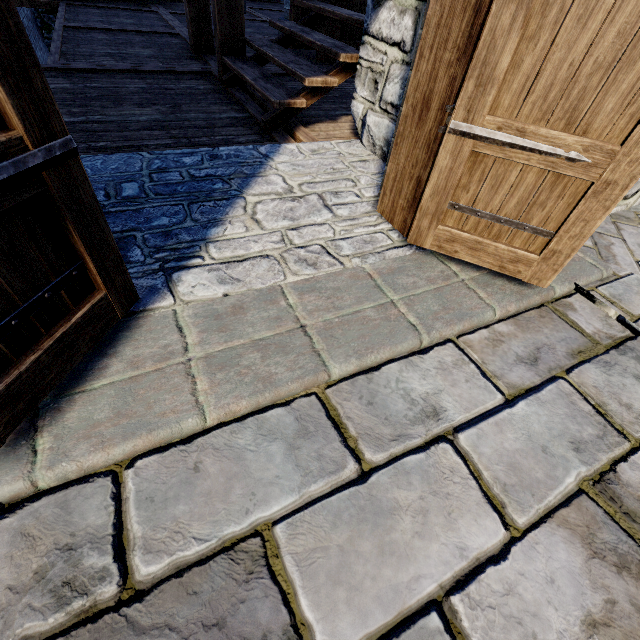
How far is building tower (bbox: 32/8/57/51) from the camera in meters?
11.9 m

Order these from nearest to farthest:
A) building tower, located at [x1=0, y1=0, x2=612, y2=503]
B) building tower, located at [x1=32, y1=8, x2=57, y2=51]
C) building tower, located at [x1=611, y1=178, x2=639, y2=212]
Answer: building tower, located at [x1=0, y1=0, x2=612, y2=503]
building tower, located at [x1=611, y1=178, x2=639, y2=212]
building tower, located at [x1=32, y1=8, x2=57, y2=51]

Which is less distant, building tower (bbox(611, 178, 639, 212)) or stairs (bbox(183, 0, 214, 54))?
building tower (bbox(611, 178, 639, 212))

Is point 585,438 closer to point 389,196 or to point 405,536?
point 405,536

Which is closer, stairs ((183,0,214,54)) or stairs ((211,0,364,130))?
stairs ((211,0,364,130))

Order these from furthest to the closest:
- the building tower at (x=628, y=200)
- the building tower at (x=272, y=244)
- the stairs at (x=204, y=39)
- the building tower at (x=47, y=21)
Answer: the building tower at (x=47, y=21)
the stairs at (x=204, y=39)
the building tower at (x=628, y=200)
the building tower at (x=272, y=244)

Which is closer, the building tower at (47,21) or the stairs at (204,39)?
the stairs at (204,39)
